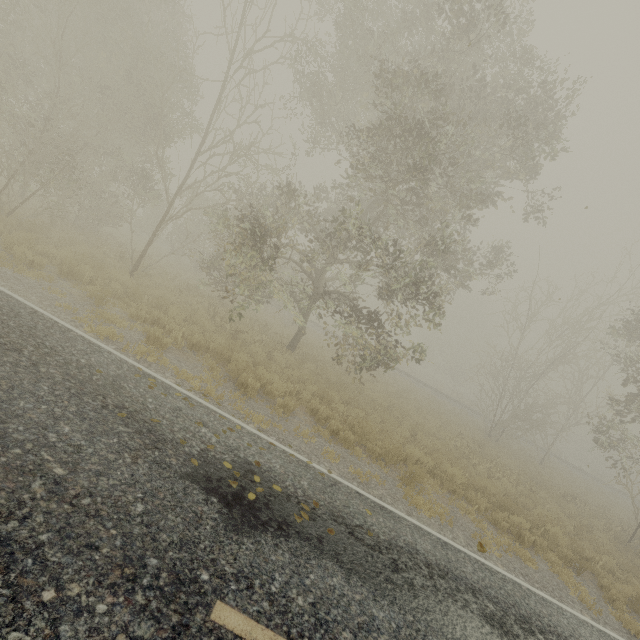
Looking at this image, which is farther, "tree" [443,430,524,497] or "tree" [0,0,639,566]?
"tree" [443,430,524,497]

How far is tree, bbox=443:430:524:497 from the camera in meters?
12.1

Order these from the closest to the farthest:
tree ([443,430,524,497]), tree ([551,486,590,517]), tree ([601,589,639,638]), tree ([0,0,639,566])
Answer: tree ([601,589,639,638]), tree ([0,0,639,566]), tree ([443,430,524,497]), tree ([551,486,590,517])

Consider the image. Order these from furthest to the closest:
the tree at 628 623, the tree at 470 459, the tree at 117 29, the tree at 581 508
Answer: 1. the tree at 581 508
2. the tree at 470 459
3. the tree at 117 29
4. the tree at 628 623

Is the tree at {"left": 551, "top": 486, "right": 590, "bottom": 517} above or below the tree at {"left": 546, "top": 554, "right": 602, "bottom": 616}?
above

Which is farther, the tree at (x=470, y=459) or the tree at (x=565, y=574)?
the tree at (x=470, y=459)

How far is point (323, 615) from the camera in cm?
328
